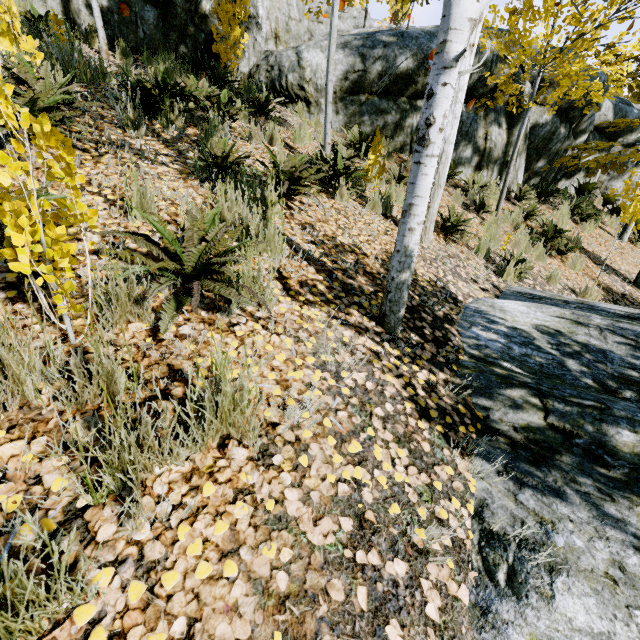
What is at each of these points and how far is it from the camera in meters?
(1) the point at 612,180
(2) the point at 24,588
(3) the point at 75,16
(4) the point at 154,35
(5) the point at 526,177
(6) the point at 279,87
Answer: (1) rock, 11.7 m
(2) instancedfoliageactor, 0.8 m
(3) rock, 6.1 m
(4) rock, 6.8 m
(5) rock, 9.5 m
(6) rock, 7.3 m

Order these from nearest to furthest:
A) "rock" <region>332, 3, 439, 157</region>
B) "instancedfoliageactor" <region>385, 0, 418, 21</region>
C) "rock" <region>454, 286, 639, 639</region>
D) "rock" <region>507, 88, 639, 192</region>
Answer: "rock" <region>454, 286, 639, 639</region> < "instancedfoliageactor" <region>385, 0, 418, 21</region> < "rock" <region>332, 3, 439, 157</region> < "rock" <region>507, 88, 639, 192</region>

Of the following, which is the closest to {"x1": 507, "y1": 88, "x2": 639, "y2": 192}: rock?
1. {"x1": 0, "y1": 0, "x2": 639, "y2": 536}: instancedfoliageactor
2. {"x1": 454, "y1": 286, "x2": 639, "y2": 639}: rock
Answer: {"x1": 0, "y1": 0, "x2": 639, "y2": 536}: instancedfoliageactor

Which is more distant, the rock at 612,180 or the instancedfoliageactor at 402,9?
the rock at 612,180

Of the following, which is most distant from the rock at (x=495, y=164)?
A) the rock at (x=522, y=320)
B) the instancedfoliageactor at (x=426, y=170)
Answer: the rock at (x=522, y=320)

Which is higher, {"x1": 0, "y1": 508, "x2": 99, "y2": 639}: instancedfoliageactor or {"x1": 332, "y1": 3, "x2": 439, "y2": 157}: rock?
{"x1": 332, "y1": 3, "x2": 439, "y2": 157}: rock

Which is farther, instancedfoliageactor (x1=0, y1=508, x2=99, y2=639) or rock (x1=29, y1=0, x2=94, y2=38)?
rock (x1=29, y1=0, x2=94, y2=38)
